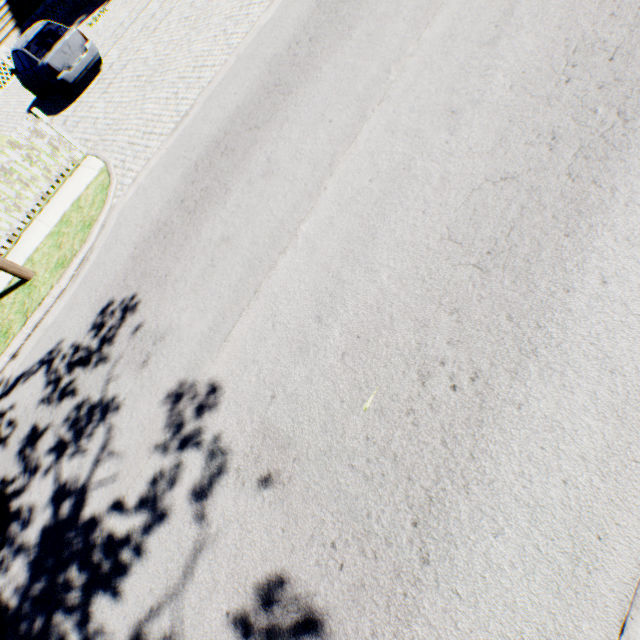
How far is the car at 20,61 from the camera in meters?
10.4 m

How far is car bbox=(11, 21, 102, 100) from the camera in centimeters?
1037cm

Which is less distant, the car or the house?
the car

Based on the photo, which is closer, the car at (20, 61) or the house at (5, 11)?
Answer: the car at (20, 61)

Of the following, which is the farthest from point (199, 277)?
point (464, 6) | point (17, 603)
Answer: point (464, 6)
